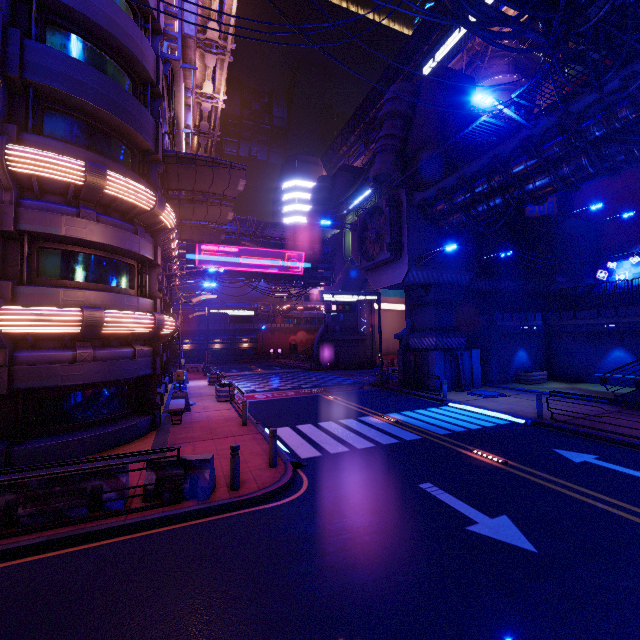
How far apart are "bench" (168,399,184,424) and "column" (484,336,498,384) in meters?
20.1 m

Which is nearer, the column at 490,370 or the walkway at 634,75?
the walkway at 634,75

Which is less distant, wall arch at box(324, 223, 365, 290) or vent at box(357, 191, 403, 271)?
vent at box(357, 191, 403, 271)

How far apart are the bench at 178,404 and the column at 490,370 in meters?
20.1

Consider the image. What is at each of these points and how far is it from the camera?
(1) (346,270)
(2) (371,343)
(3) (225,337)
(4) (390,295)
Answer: (1) wall arch, 38.6 meters
(2) tunnel, 41.9 meters
(3) walkway, 57.5 meters
(4) tunnel, 43.7 meters

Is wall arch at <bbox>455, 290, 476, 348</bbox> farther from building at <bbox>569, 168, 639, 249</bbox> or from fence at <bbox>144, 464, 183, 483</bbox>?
fence at <bbox>144, 464, 183, 483</bbox>

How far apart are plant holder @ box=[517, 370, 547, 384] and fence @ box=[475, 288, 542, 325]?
3.3m

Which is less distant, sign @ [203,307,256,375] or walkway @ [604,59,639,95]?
walkway @ [604,59,639,95]
